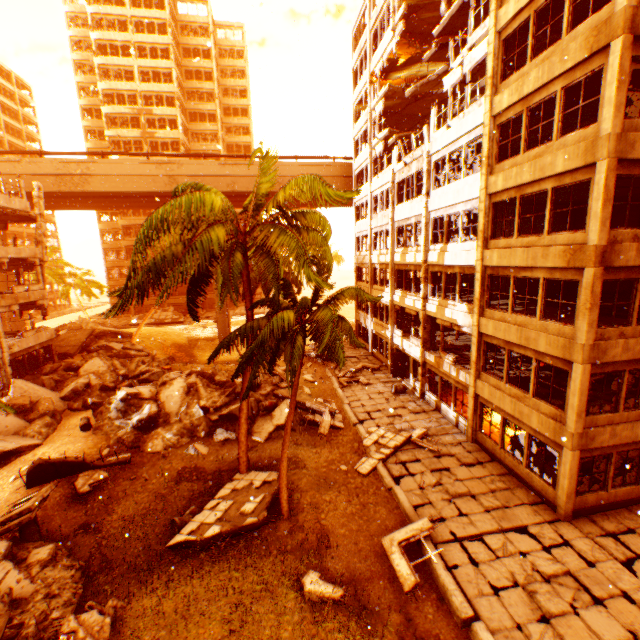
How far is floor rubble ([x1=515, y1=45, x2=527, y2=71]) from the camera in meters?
14.2

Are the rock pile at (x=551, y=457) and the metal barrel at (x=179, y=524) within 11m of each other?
no

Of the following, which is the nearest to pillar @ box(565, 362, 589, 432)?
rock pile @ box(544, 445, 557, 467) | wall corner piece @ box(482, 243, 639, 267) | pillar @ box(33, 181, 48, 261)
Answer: wall corner piece @ box(482, 243, 639, 267)

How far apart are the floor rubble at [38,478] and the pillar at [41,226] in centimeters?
1791cm

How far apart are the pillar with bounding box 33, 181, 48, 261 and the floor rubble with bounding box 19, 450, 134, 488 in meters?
17.9 m

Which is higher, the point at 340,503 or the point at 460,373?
the point at 460,373

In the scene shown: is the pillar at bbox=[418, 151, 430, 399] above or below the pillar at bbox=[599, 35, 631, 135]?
below

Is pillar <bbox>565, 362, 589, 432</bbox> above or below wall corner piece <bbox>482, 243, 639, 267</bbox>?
below
